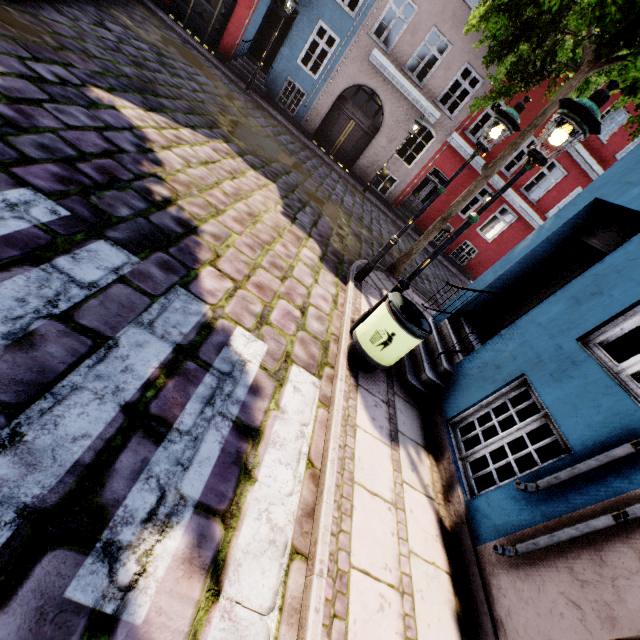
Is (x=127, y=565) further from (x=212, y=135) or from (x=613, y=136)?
(x=613, y=136)

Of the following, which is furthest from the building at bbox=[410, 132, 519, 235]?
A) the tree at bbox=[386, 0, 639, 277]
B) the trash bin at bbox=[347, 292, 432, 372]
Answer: the tree at bbox=[386, 0, 639, 277]

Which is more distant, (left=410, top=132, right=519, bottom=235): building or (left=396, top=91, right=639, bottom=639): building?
(left=410, top=132, right=519, bottom=235): building

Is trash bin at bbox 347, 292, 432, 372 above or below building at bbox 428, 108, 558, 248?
below

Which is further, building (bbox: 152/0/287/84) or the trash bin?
building (bbox: 152/0/287/84)

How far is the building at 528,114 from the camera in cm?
1391

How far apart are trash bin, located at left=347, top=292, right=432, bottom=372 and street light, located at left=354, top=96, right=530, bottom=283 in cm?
206

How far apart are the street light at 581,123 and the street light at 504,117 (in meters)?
1.52
